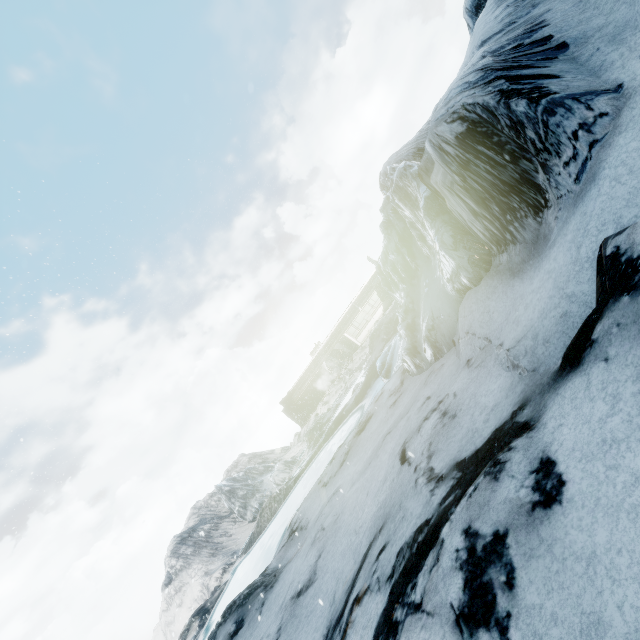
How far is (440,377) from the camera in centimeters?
761cm
